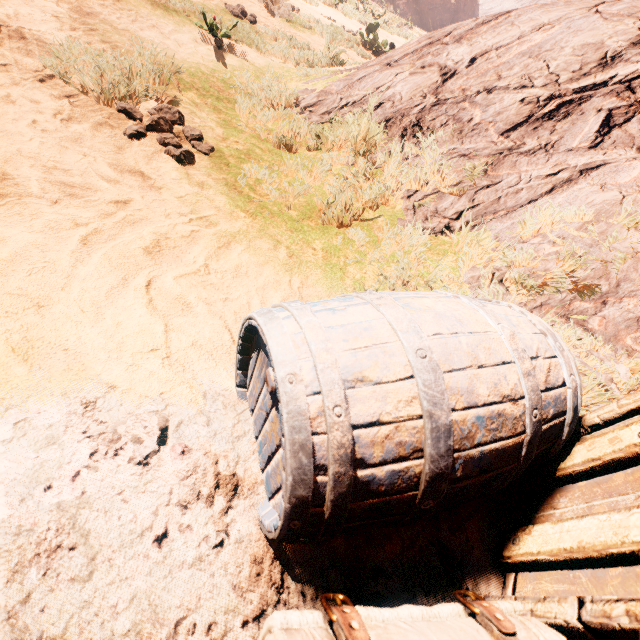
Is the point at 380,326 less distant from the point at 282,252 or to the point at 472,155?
the point at 282,252

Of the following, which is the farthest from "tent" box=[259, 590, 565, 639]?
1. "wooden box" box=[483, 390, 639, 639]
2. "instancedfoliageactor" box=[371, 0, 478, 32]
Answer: "instancedfoliageactor" box=[371, 0, 478, 32]

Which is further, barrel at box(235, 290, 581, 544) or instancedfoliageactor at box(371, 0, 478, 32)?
instancedfoliageactor at box(371, 0, 478, 32)

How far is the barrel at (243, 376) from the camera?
0.7 meters

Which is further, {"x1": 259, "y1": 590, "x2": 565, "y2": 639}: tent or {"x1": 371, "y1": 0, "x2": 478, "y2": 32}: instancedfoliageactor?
{"x1": 371, "y1": 0, "x2": 478, "y2": 32}: instancedfoliageactor

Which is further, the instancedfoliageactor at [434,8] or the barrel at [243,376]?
the instancedfoliageactor at [434,8]

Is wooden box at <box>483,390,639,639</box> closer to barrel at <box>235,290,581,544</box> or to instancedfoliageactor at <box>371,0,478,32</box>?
barrel at <box>235,290,581,544</box>

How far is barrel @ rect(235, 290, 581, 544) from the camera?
0.7 meters
